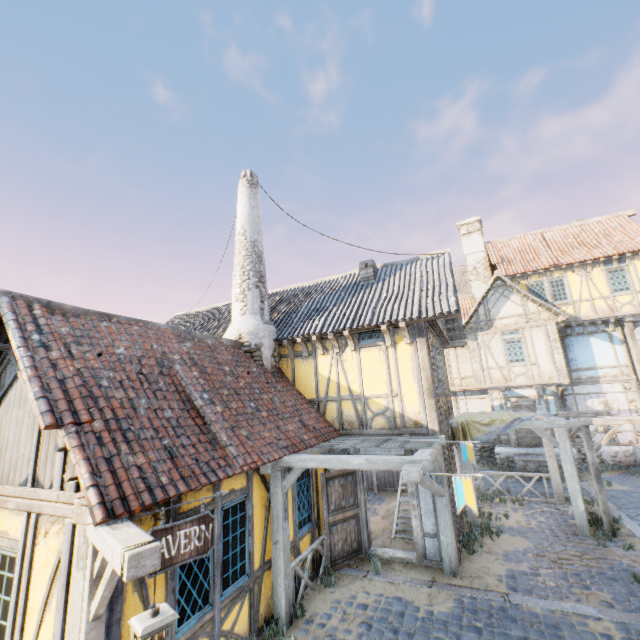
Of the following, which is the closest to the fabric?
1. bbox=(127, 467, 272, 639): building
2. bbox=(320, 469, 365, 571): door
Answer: bbox=(320, 469, 365, 571): door

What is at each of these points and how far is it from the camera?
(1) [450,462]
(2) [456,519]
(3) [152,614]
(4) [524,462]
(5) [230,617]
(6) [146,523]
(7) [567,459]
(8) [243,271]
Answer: (1) building, 9.2m
(2) building, 8.5m
(3) street light, 2.6m
(4) stairs, 14.4m
(5) building, 5.1m
(6) building, 4.1m
(7) awning, 9.0m
(8) chimney, 10.4m

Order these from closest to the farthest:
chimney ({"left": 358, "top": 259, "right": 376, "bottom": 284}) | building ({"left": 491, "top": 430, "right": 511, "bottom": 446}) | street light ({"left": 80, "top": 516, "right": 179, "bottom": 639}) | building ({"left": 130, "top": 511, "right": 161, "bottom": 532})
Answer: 1. street light ({"left": 80, "top": 516, "right": 179, "bottom": 639})
2. building ({"left": 130, "top": 511, "right": 161, "bottom": 532})
3. chimney ({"left": 358, "top": 259, "right": 376, "bottom": 284})
4. building ({"left": 491, "top": 430, "right": 511, "bottom": 446})

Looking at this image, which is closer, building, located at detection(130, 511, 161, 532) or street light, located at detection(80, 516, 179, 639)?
street light, located at detection(80, 516, 179, 639)

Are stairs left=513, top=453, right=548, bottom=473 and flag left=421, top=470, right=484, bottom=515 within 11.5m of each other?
no

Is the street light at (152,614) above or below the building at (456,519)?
above

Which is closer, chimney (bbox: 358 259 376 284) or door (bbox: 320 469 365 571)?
door (bbox: 320 469 365 571)

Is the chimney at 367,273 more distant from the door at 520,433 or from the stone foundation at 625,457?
the stone foundation at 625,457
